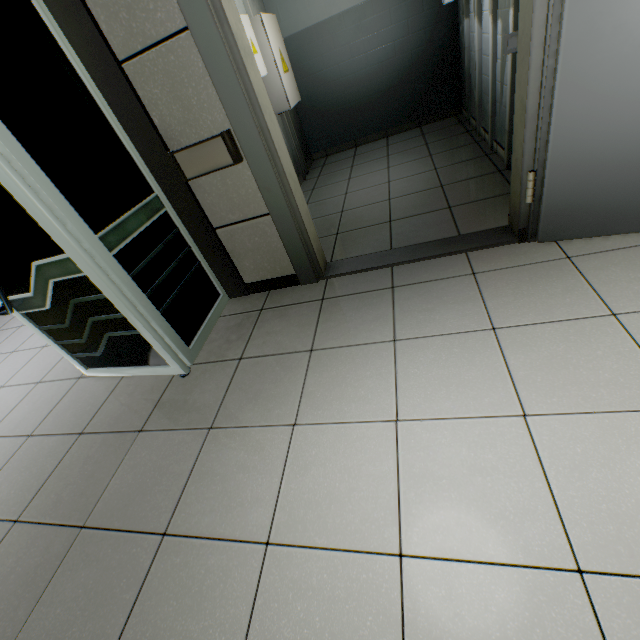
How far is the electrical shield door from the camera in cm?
358

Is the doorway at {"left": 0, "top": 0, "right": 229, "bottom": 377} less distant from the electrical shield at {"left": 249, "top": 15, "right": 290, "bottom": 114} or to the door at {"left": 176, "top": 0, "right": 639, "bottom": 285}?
the door at {"left": 176, "top": 0, "right": 639, "bottom": 285}

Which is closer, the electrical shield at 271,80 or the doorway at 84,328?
the doorway at 84,328

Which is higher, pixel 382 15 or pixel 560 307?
pixel 382 15

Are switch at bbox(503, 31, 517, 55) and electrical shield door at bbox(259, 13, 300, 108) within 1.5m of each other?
no

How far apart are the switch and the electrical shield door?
2.95m

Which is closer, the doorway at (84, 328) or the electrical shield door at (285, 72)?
the doorway at (84, 328)

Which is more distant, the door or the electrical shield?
the electrical shield
